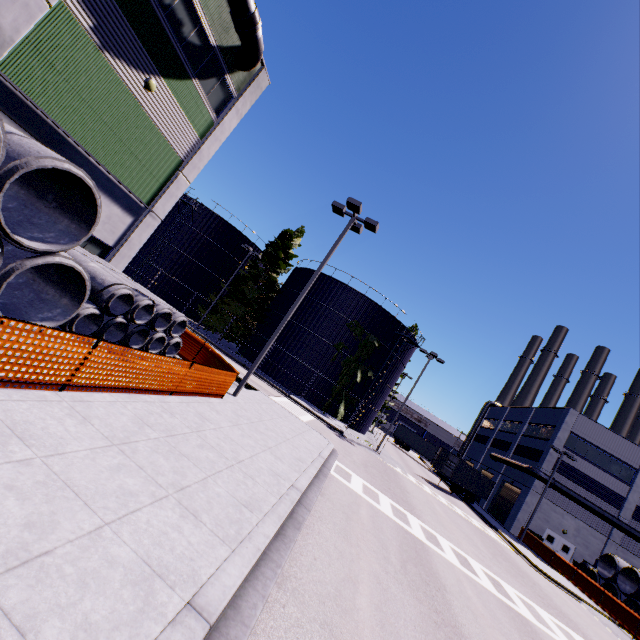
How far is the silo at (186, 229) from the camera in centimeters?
3716cm

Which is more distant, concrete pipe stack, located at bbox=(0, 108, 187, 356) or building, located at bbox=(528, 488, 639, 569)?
building, located at bbox=(528, 488, 639, 569)

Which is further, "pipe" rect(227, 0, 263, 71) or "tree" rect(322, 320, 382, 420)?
"tree" rect(322, 320, 382, 420)

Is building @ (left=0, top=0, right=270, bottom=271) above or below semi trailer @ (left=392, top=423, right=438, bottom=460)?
above

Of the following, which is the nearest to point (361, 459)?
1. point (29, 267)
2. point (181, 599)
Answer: Answer: point (181, 599)

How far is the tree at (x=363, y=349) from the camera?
31.7 meters

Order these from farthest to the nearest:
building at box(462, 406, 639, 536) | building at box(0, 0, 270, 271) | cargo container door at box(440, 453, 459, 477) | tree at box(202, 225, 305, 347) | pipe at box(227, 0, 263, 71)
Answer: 1. tree at box(202, 225, 305, 347)
2. building at box(462, 406, 639, 536)
3. cargo container door at box(440, 453, 459, 477)
4. pipe at box(227, 0, 263, 71)
5. building at box(0, 0, 270, 271)

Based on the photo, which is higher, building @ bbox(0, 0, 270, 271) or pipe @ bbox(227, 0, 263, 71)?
pipe @ bbox(227, 0, 263, 71)
